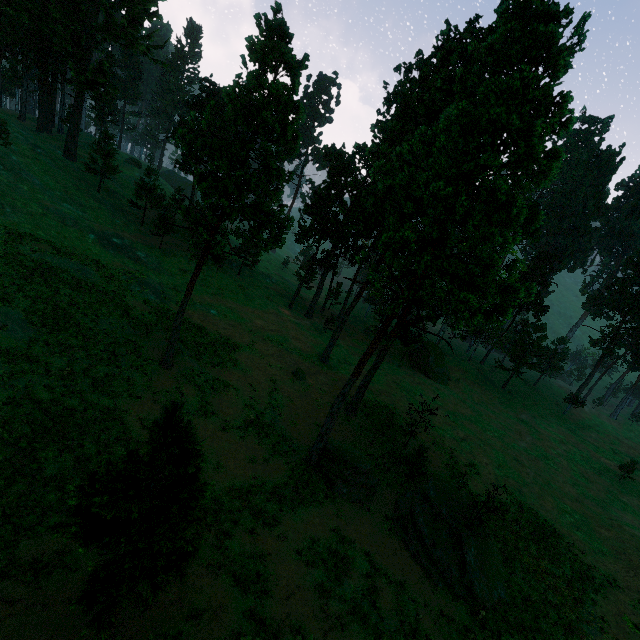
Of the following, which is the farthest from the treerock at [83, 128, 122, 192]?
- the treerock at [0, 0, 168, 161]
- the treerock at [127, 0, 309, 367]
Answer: the treerock at [127, 0, 309, 367]

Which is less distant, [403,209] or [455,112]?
[455,112]

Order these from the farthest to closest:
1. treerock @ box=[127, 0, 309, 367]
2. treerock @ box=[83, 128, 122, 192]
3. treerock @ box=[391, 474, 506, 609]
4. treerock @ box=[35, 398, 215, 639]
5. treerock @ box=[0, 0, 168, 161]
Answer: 1. treerock @ box=[83, 128, 122, 192]
2. treerock @ box=[0, 0, 168, 161]
3. treerock @ box=[391, 474, 506, 609]
4. treerock @ box=[127, 0, 309, 367]
5. treerock @ box=[35, 398, 215, 639]

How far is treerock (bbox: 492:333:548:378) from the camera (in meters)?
56.06

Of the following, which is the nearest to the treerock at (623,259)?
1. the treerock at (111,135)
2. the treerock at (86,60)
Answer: the treerock at (111,135)

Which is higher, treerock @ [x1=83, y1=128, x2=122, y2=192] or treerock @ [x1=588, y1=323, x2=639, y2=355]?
treerock @ [x1=83, y1=128, x2=122, y2=192]

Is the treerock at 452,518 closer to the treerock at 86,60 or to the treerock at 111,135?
the treerock at 111,135
